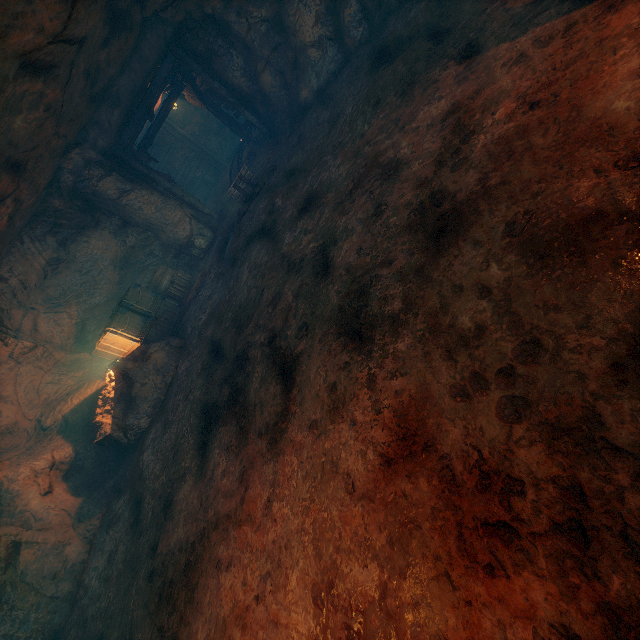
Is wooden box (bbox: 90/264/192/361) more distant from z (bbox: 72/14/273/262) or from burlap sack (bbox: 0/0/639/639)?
z (bbox: 72/14/273/262)

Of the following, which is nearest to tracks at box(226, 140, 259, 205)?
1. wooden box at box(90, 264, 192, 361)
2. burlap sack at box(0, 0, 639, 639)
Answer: burlap sack at box(0, 0, 639, 639)

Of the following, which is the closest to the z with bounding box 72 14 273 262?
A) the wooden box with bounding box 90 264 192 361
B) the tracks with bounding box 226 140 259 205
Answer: the tracks with bounding box 226 140 259 205

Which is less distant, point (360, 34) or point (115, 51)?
point (115, 51)

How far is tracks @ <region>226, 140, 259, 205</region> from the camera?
10.7 meters

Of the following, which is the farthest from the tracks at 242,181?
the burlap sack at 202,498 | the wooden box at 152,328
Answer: the wooden box at 152,328

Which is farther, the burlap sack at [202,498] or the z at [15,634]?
the z at [15,634]

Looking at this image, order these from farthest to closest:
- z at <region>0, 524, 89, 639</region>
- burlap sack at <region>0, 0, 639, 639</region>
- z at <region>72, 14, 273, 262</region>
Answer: z at <region>72, 14, 273, 262</region> → z at <region>0, 524, 89, 639</region> → burlap sack at <region>0, 0, 639, 639</region>
